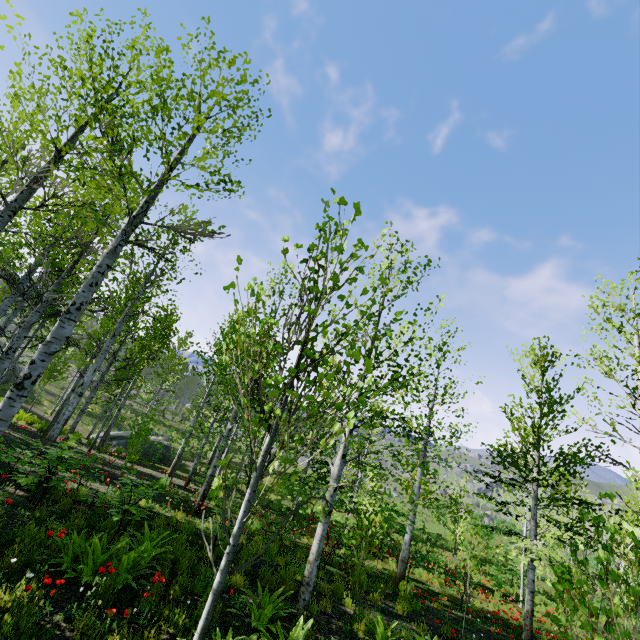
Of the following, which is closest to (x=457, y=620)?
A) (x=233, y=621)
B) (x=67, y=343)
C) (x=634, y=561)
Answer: (x=233, y=621)

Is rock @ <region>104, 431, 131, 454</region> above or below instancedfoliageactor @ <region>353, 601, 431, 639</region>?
below

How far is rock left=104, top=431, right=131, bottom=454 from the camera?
21.1m

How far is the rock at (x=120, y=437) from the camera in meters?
21.1 m

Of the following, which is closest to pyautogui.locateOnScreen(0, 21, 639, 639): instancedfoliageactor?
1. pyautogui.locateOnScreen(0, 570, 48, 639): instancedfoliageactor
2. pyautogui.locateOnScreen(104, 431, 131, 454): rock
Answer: pyautogui.locateOnScreen(0, 570, 48, 639): instancedfoliageactor

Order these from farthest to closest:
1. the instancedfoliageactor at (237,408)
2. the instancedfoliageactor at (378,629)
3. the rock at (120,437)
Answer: the rock at (120,437), the instancedfoliageactor at (378,629), the instancedfoliageactor at (237,408)

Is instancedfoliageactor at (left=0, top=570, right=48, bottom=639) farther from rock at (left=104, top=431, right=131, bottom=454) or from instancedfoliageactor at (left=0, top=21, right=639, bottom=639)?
rock at (left=104, top=431, right=131, bottom=454)
